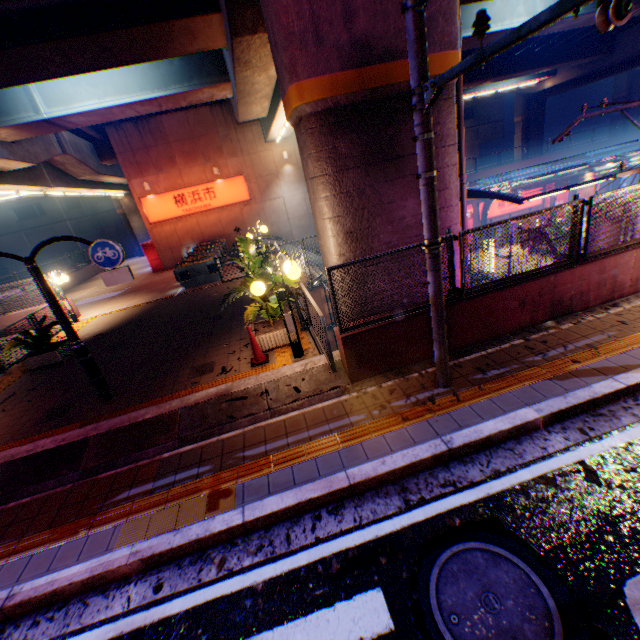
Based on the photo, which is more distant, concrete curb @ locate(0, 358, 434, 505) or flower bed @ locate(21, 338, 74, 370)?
flower bed @ locate(21, 338, 74, 370)

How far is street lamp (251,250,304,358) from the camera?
5.96m

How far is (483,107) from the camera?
46.9m

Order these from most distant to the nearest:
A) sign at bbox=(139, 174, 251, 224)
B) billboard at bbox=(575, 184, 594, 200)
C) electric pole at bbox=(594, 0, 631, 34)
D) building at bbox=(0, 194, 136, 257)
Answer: building at bbox=(0, 194, 136, 257) → billboard at bbox=(575, 184, 594, 200) → sign at bbox=(139, 174, 251, 224) → electric pole at bbox=(594, 0, 631, 34)

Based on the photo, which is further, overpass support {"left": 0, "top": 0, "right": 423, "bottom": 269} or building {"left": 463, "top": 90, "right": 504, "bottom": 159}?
building {"left": 463, "top": 90, "right": 504, "bottom": 159}

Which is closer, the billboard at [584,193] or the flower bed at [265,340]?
the flower bed at [265,340]

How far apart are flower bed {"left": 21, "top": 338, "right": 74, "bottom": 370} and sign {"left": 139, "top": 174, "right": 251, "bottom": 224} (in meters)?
12.64

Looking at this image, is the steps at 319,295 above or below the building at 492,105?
below
